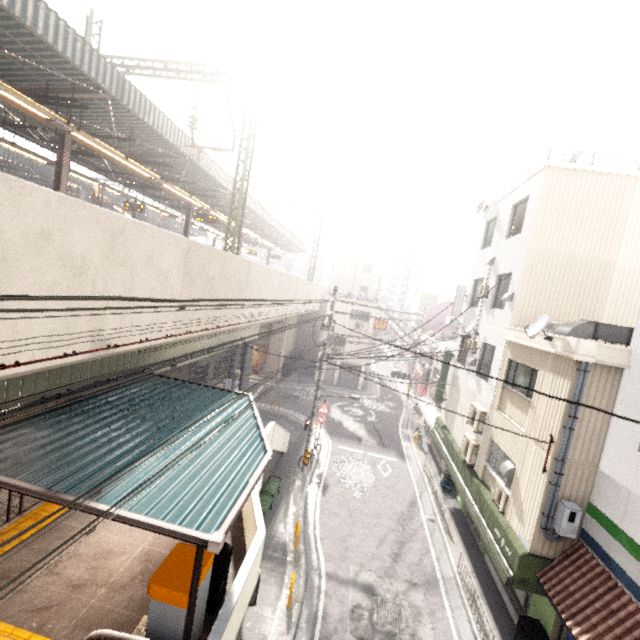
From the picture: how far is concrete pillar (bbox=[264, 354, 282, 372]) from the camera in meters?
31.3

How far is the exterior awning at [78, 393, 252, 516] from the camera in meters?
4.8

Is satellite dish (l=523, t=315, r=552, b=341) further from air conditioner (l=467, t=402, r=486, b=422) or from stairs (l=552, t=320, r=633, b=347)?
air conditioner (l=467, t=402, r=486, b=422)

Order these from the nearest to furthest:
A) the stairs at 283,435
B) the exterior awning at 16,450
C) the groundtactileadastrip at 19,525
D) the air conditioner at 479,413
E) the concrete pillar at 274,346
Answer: the exterior awning at 16,450 → the groundtactileadastrip at 19,525 → the air conditioner at 479,413 → the stairs at 283,435 → the concrete pillar at 274,346

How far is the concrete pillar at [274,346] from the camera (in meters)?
31.12

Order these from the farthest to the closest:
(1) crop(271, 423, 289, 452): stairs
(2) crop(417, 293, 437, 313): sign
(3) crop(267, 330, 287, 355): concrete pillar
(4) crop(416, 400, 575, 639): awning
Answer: (2) crop(417, 293, 437, 313): sign → (3) crop(267, 330, 287, 355): concrete pillar → (1) crop(271, 423, 289, 452): stairs → (4) crop(416, 400, 575, 639): awning

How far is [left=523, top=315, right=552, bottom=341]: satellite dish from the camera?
8.8 meters

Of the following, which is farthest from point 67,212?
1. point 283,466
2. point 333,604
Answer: point 283,466
